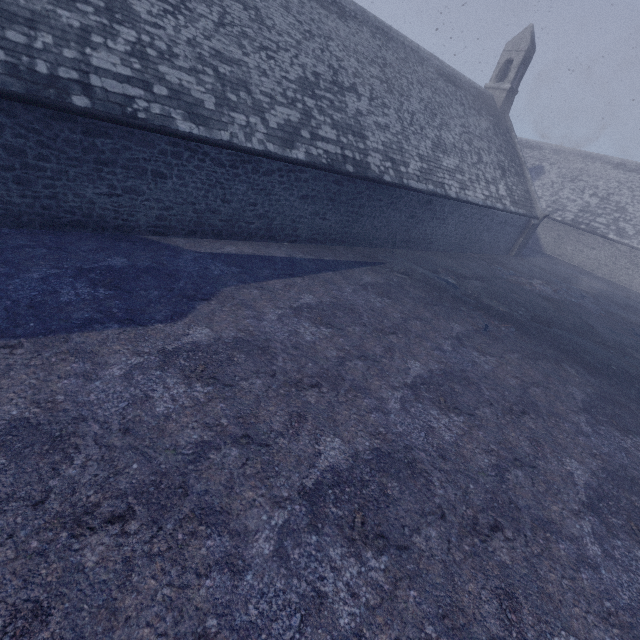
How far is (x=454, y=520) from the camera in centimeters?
434cm
